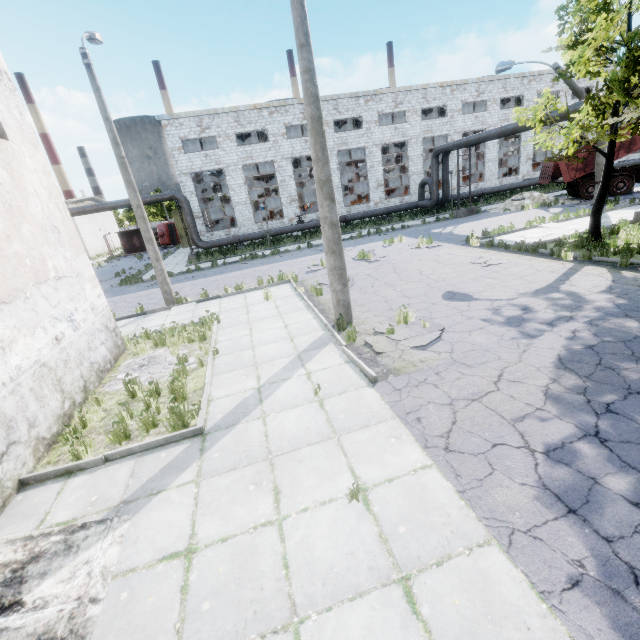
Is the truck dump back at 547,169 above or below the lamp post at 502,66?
below

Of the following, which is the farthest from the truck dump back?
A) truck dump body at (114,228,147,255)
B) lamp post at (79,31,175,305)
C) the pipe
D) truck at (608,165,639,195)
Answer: truck dump body at (114,228,147,255)

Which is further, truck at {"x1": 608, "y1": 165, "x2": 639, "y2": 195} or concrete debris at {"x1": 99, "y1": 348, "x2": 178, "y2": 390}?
truck at {"x1": 608, "y1": 165, "x2": 639, "y2": 195}

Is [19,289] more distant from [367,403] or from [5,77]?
[367,403]

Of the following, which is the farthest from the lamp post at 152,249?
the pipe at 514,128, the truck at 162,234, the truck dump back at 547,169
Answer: the truck at 162,234

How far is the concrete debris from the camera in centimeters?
751cm

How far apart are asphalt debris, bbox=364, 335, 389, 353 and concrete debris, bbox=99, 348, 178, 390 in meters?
4.1 m

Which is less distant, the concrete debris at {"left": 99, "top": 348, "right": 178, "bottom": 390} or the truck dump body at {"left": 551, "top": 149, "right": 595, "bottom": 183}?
the concrete debris at {"left": 99, "top": 348, "right": 178, "bottom": 390}
